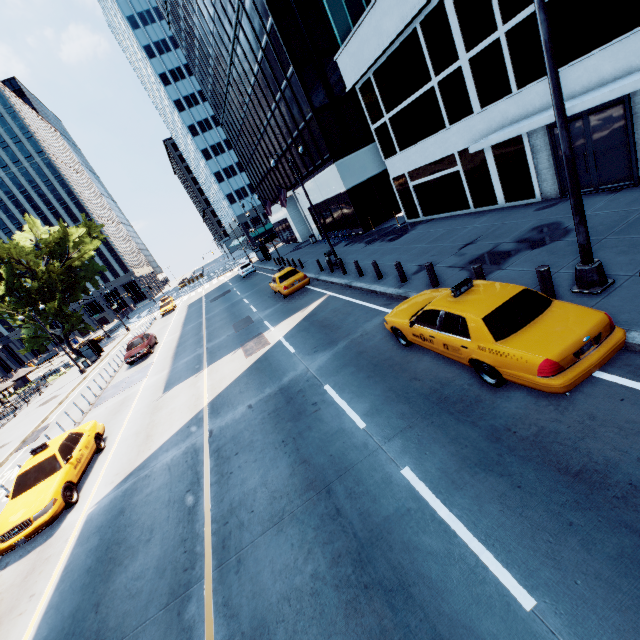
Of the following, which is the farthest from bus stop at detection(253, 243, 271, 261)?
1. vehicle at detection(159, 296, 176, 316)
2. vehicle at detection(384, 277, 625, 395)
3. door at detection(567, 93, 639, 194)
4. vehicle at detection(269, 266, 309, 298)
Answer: vehicle at detection(384, 277, 625, 395)

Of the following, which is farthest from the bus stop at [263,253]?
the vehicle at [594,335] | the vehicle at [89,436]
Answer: the vehicle at [594,335]

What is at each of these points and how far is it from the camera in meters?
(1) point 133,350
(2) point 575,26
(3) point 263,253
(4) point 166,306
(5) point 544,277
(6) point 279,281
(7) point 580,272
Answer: (1) vehicle, 24.2 m
(2) building, 10.0 m
(3) bus stop, 41.7 m
(4) vehicle, 44.1 m
(5) pillar, 7.2 m
(6) vehicle, 20.1 m
(7) light, 7.1 m

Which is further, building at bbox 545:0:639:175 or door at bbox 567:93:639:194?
door at bbox 567:93:639:194

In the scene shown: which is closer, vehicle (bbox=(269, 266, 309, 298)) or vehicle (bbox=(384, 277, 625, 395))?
vehicle (bbox=(384, 277, 625, 395))

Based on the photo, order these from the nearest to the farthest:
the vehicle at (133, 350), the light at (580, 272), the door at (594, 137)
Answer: the light at (580, 272)
the door at (594, 137)
the vehicle at (133, 350)

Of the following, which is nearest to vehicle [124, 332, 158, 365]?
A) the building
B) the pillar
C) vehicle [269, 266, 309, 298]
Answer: vehicle [269, 266, 309, 298]

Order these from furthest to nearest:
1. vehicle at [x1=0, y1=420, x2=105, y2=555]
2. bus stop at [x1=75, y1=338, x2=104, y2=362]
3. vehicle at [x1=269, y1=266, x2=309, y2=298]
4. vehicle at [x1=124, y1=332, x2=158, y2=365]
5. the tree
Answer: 1. the tree
2. bus stop at [x1=75, y1=338, x2=104, y2=362]
3. vehicle at [x1=124, y1=332, x2=158, y2=365]
4. vehicle at [x1=269, y1=266, x2=309, y2=298]
5. vehicle at [x1=0, y1=420, x2=105, y2=555]
